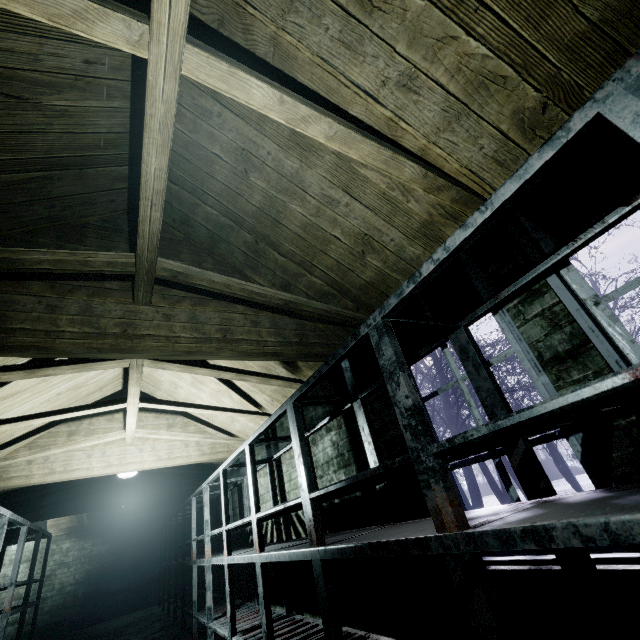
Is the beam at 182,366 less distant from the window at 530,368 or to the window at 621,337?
the window at 530,368

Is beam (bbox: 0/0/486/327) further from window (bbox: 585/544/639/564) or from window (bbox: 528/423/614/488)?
window (bbox: 585/544/639/564)

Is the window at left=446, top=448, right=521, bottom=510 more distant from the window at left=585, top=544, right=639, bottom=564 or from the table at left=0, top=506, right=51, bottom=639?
the table at left=0, top=506, right=51, bottom=639

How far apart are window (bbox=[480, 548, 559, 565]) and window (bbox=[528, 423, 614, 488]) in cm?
9

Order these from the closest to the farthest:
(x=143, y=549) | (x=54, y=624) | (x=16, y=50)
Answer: (x=16, y=50), (x=54, y=624), (x=143, y=549)

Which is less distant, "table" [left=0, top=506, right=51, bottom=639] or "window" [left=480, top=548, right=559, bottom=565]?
"window" [left=480, top=548, right=559, bottom=565]

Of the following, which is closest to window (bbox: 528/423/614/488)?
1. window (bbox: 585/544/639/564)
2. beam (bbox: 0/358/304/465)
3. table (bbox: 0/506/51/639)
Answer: window (bbox: 585/544/639/564)

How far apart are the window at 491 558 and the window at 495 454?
0.1 meters
